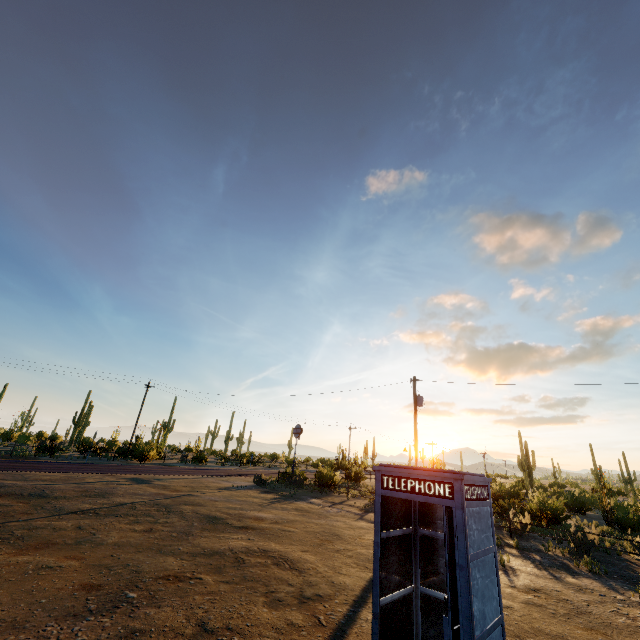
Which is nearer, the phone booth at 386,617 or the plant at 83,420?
the phone booth at 386,617

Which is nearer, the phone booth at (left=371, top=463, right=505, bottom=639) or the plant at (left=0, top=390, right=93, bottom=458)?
the phone booth at (left=371, top=463, right=505, bottom=639)

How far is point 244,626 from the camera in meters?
5.4
